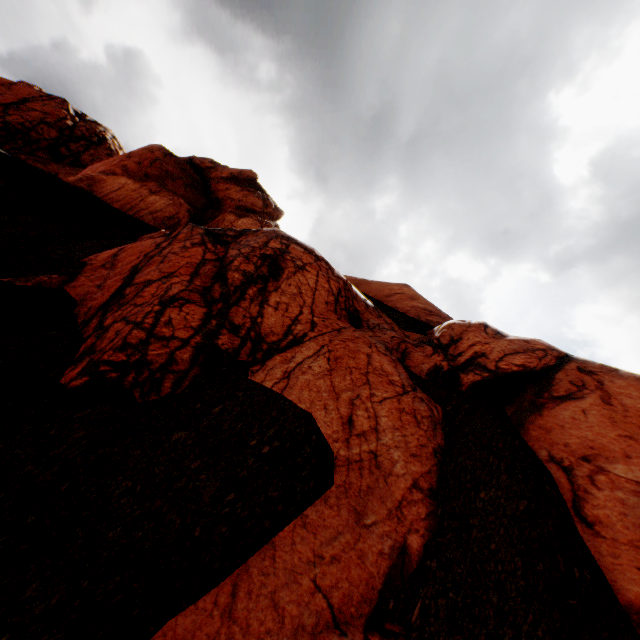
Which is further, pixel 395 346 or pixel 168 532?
pixel 395 346
